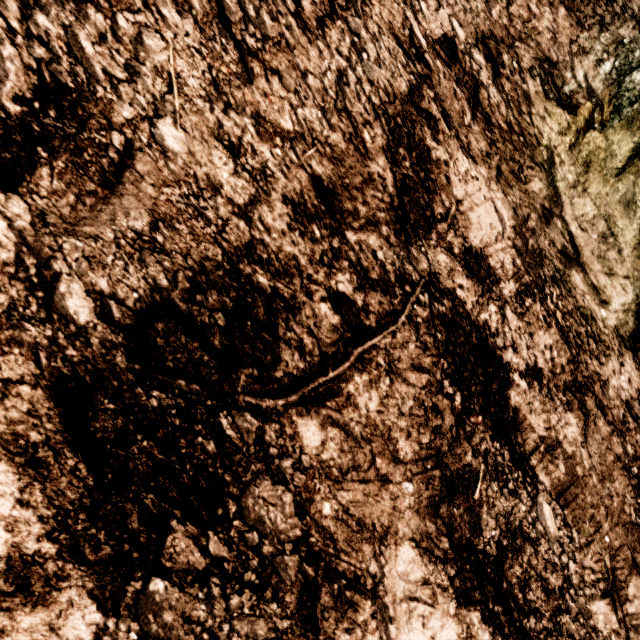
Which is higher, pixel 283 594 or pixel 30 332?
pixel 30 332
